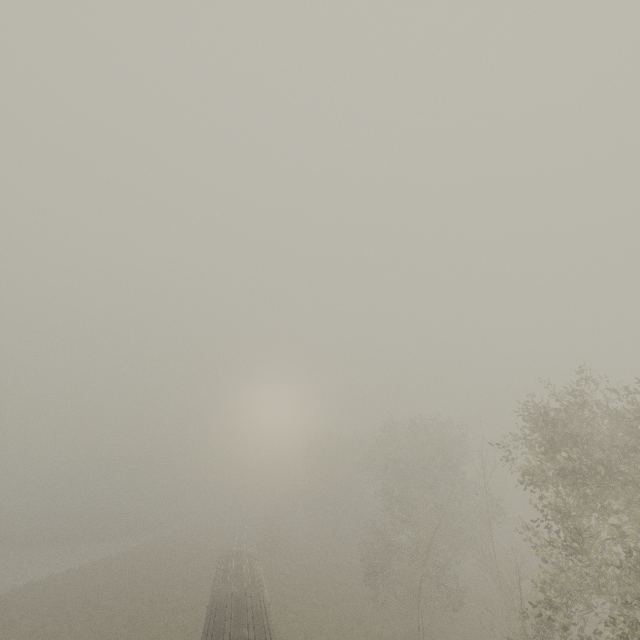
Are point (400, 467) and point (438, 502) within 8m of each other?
yes
